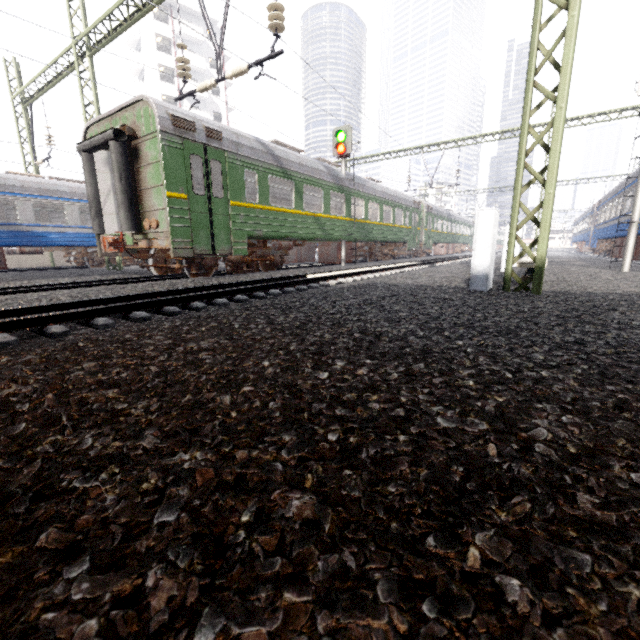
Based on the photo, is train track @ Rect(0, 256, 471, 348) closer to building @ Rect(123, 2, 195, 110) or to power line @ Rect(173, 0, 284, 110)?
power line @ Rect(173, 0, 284, 110)

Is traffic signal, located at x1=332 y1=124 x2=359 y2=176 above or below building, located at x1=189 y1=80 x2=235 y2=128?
below

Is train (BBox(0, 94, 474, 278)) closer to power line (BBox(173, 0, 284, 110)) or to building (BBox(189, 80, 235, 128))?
power line (BBox(173, 0, 284, 110))

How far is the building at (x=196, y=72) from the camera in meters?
37.2

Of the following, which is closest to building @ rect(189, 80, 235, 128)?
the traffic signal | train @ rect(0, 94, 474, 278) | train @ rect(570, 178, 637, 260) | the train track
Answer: train @ rect(0, 94, 474, 278)

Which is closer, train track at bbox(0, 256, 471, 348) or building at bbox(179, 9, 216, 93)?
train track at bbox(0, 256, 471, 348)

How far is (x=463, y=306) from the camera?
4.36m
